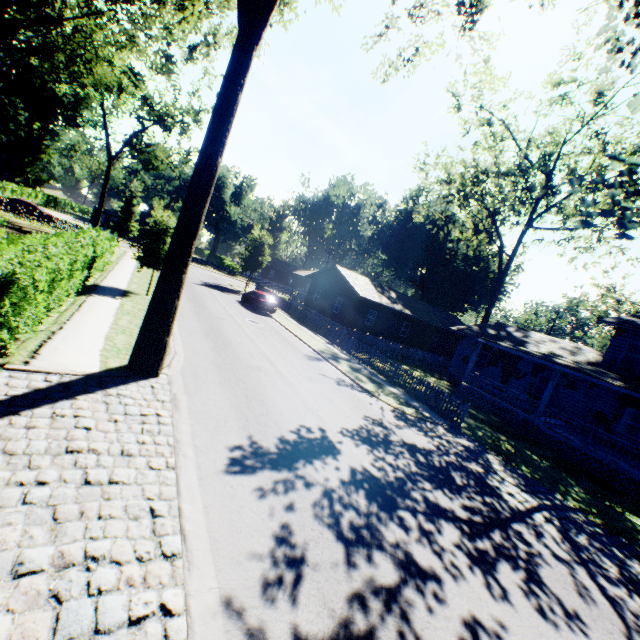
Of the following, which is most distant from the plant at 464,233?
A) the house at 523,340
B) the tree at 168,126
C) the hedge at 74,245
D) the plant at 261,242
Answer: the tree at 168,126

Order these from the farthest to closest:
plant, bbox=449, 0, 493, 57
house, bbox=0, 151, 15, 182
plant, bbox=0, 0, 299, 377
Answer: house, bbox=0, 151, 15, 182
plant, bbox=449, 0, 493, 57
plant, bbox=0, 0, 299, 377

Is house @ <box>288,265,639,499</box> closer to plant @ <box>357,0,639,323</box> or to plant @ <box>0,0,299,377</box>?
plant @ <box>357,0,639,323</box>

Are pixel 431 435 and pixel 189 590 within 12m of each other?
yes

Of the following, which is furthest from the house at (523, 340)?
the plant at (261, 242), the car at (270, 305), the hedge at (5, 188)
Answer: the hedge at (5, 188)

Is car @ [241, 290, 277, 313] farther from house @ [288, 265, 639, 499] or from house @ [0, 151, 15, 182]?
house @ [0, 151, 15, 182]

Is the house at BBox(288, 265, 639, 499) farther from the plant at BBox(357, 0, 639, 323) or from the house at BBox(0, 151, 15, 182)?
the house at BBox(0, 151, 15, 182)

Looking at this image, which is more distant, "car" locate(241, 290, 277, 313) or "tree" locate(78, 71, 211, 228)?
"tree" locate(78, 71, 211, 228)
